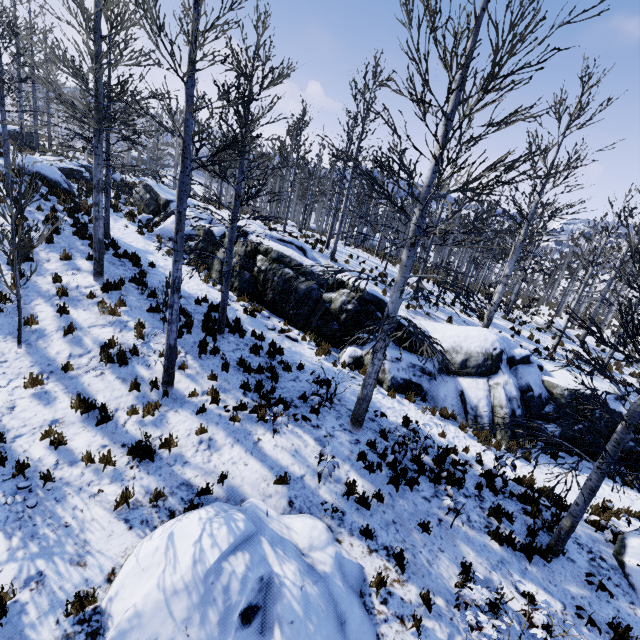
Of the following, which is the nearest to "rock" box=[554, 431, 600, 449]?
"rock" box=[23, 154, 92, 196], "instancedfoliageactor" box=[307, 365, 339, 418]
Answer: "instancedfoliageactor" box=[307, 365, 339, 418]

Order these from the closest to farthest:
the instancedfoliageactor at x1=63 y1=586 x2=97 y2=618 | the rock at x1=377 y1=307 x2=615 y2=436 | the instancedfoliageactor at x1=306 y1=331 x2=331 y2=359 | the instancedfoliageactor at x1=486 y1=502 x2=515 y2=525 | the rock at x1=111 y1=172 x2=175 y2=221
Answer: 1. the instancedfoliageactor at x1=63 y1=586 x2=97 y2=618
2. the instancedfoliageactor at x1=486 y1=502 x2=515 y2=525
3. the rock at x1=377 y1=307 x2=615 y2=436
4. the instancedfoliageactor at x1=306 y1=331 x2=331 y2=359
5. the rock at x1=111 y1=172 x2=175 y2=221

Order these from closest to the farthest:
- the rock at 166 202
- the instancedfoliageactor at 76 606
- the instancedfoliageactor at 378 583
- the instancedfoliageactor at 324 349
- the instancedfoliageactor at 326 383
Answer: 1. the instancedfoliageactor at 76 606
2. the instancedfoliageactor at 378 583
3. the instancedfoliageactor at 326 383
4. the instancedfoliageactor at 324 349
5. the rock at 166 202

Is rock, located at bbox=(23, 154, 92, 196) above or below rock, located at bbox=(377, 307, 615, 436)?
above

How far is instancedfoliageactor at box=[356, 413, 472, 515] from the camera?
7.1m

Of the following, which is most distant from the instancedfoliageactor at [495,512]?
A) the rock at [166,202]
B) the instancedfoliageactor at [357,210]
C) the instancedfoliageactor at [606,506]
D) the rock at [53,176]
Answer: the rock at [53,176]

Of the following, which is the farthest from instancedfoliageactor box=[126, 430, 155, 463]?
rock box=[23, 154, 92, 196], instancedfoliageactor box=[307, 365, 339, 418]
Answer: rock box=[23, 154, 92, 196]

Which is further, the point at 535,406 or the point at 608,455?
the point at 535,406
